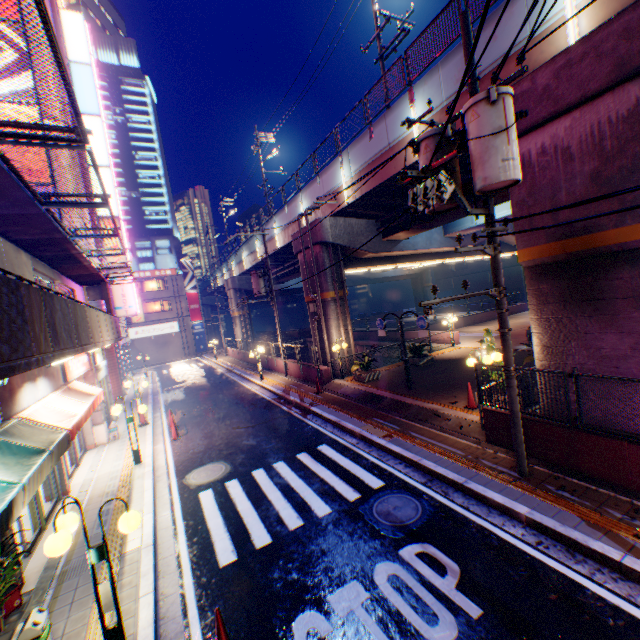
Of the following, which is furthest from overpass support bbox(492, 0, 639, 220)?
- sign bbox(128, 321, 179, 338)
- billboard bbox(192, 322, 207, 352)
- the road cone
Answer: the road cone

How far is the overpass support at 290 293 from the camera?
20.47m

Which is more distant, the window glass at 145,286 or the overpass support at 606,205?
the window glass at 145,286

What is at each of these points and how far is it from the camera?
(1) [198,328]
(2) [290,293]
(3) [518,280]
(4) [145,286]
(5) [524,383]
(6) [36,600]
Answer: (1) billboard, 47.9 meters
(2) overpass support, 42.1 meters
(3) building, 49.8 meters
(4) window glass, 44.3 meters
(5) metal fence, 10.1 meters
(6) concrete curb, 5.7 meters

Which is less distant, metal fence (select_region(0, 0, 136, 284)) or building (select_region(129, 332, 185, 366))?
metal fence (select_region(0, 0, 136, 284))

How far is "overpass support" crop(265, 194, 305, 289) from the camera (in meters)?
20.91

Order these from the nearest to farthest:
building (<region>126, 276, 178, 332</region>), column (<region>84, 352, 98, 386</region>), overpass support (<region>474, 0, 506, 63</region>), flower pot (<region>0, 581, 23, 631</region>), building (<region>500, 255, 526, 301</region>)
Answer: flower pot (<region>0, 581, 23, 631</region>) < overpass support (<region>474, 0, 506, 63</region>) < column (<region>84, 352, 98, 386</region>) < building (<region>126, 276, 178, 332</region>) < building (<region>500, 255, 526, 301</region>)

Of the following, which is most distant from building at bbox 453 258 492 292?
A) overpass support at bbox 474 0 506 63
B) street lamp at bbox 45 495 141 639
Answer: street lamp at bbox 45 495 141 639
